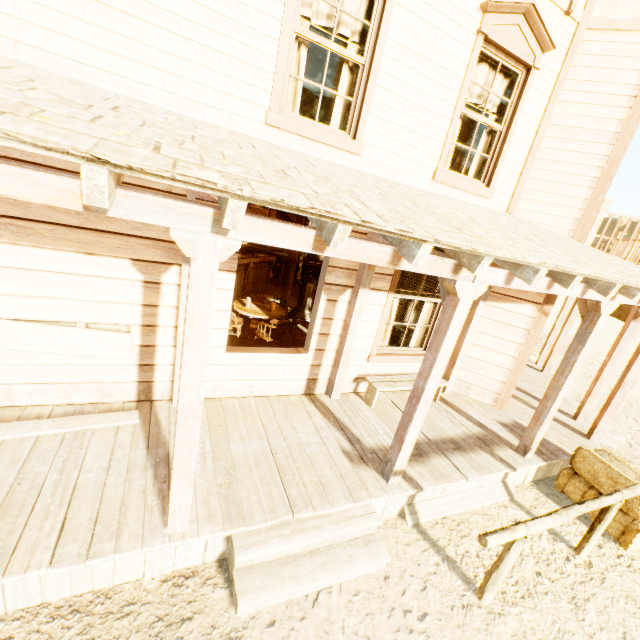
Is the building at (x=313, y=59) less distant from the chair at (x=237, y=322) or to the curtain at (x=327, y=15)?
the curtain at (x=327, y=15)

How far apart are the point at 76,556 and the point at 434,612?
3.2 meters

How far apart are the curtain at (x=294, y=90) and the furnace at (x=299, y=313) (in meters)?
2.75

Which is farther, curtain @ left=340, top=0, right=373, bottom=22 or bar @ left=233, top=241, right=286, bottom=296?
bar @ left=233, top=241, right=286, bottom=296

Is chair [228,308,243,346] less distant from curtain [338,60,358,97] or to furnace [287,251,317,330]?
furnace [287,251,317,330]

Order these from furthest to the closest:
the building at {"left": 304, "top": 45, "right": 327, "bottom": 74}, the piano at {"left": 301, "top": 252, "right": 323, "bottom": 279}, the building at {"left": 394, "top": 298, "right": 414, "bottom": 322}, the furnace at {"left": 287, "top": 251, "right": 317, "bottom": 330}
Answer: the piano at {"left": 301, "top": 252, "right": 323, "bottom": 279}
the building at {"left": 394, "top": 298, "right": 414, "bottom": 322}
the furnace at {"left": 287, "top": 251, "right": 317, "bottom": 330}
the building at {"left": 304, "top": 45, "right": 327, "bottom": 74}

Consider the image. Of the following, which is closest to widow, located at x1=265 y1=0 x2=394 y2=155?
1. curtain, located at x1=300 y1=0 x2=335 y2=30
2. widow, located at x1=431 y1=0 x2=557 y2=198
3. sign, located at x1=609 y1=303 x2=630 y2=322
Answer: curtain, located at x1=300 y1=0 x2=335 y2=30

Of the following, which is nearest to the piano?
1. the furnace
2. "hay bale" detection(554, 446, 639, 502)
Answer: the furnace
